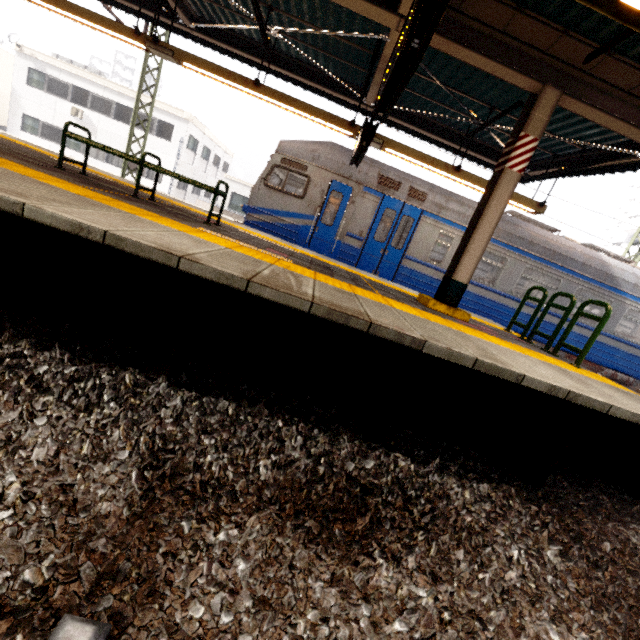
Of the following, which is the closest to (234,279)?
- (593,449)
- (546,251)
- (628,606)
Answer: (628,606)

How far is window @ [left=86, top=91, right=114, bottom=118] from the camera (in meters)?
22.33

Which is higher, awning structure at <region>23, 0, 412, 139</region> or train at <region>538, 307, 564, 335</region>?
awning structure at <region>23, 0, 412, 139</region>

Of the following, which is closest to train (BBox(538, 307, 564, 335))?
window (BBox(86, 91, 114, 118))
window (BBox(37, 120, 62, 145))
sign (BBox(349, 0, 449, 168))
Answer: sign (BBox(349, 0, 449, 168))

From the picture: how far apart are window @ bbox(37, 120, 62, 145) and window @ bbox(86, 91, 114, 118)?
2.1m

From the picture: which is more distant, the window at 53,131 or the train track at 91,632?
the window at 53,131

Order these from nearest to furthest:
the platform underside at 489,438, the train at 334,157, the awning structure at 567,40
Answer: the platform underside at 489,438 < the awning structure at 567,40 < the train at 334,157

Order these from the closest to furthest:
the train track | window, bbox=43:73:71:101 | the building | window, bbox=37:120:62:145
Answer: the train track
window, bbox=43:73:71:101
window, bbox=37:120:62:145
the building
